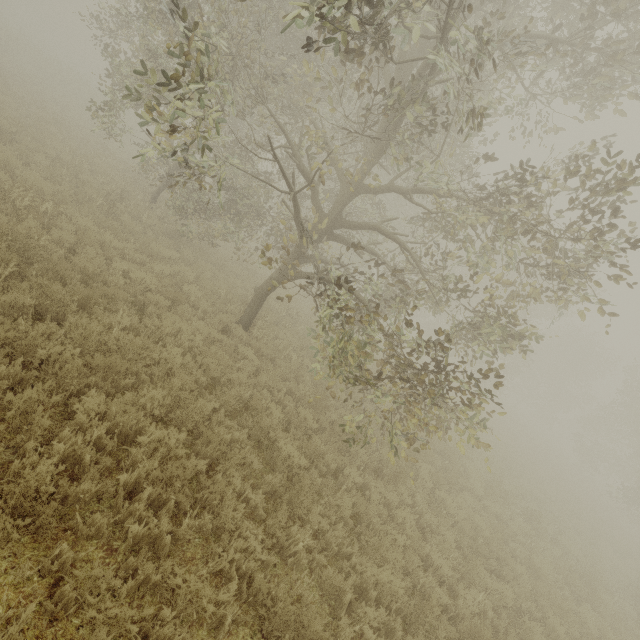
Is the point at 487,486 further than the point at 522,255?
No

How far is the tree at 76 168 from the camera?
10.61m

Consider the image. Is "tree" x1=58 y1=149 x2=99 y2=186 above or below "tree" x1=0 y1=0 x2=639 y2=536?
below

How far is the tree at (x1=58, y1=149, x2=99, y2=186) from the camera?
10.6m

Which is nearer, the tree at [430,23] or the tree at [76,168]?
the tree at [430,23]

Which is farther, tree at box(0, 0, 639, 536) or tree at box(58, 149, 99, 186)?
tree at box(58, 149, 99, 186)
